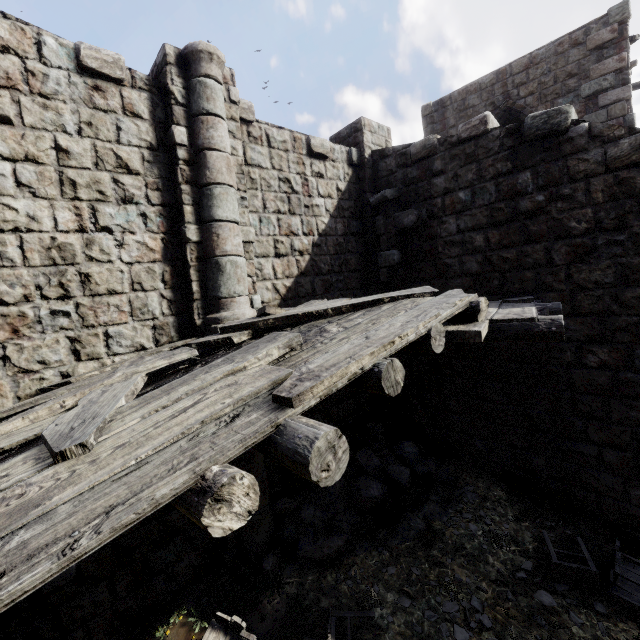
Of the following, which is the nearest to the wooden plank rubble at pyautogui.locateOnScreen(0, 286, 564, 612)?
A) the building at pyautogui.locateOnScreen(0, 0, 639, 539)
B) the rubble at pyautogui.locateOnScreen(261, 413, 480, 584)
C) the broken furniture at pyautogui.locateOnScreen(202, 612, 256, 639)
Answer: the building at pyautogui.locateOnScreen(0, 0, 639, 539)

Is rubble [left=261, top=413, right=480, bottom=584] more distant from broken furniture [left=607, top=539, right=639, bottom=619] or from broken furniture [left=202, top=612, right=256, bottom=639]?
broken furniture [left=607, top=539, right=639, bottom=619]

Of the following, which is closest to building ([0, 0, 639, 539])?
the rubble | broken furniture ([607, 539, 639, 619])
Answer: the rubble

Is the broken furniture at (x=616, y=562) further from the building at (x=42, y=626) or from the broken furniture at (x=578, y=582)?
the building at (x=42, y=626)

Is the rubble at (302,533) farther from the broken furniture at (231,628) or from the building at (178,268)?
the broken furniture at (231,628)

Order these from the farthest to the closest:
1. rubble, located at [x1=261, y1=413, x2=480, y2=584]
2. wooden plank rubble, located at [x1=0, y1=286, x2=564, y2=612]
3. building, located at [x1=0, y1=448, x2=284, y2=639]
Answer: rubble, located at [x1=261, y1=413, x2=480, y2=584] → building, located at [x1=0, y1=448, x2=284, y2=639] → wooden plank rubble, located at [x1=0, y1=286, x2=564, y2=612]

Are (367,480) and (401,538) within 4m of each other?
yes

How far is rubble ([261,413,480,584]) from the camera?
5.90m
